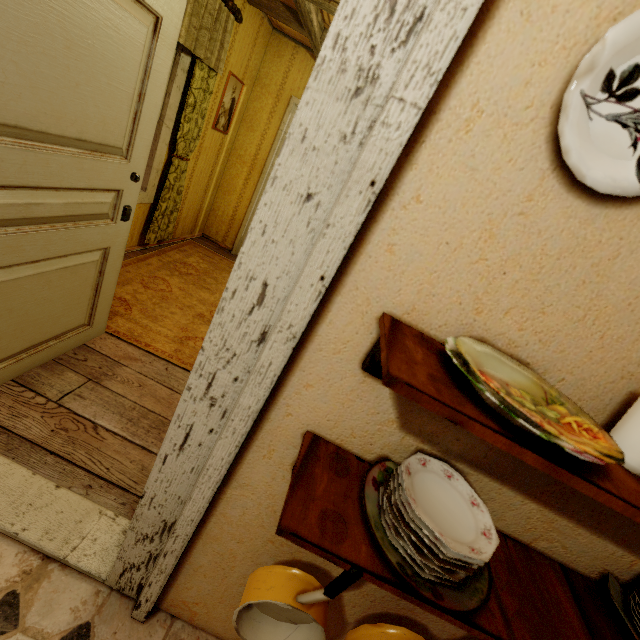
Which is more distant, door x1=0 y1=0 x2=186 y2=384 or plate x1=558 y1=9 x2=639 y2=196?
door x1=0 y1=0 x2=186 y2=384

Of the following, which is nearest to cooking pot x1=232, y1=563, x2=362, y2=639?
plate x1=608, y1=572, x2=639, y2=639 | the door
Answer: plate x1=608, y1=572, x2=639, y2=639

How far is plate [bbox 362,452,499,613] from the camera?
0.62m

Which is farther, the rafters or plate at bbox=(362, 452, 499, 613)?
the rafters

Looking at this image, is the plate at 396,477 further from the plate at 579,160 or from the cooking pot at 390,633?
the plate at 579,160

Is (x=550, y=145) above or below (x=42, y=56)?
above

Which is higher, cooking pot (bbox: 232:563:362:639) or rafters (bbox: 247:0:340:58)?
rafters (bbox: 247:0:340:58)

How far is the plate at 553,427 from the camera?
0.47m
